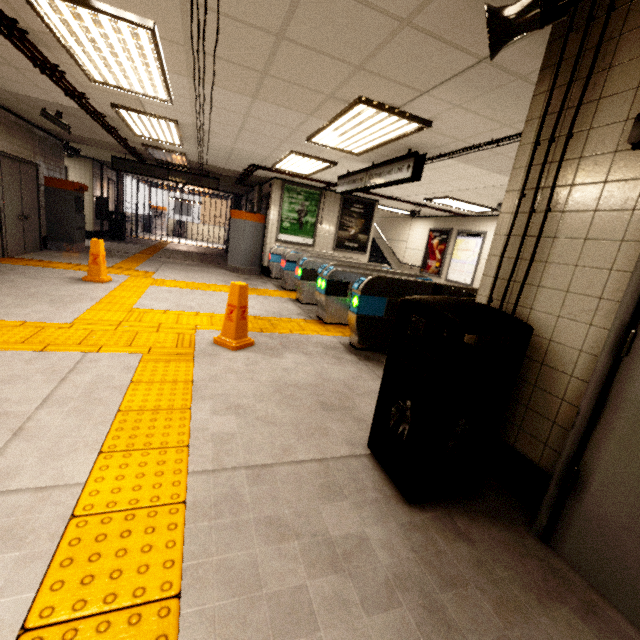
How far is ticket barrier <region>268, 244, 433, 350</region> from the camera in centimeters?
441cm

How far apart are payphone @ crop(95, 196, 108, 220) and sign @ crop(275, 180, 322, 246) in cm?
764

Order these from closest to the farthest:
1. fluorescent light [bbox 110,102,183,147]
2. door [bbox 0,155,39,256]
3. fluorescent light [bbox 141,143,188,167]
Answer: fluorescent light [bbox 110,102,183,147], door [bbox 0,155,39,256], fluorescent light [bbox 141,143,188,167]

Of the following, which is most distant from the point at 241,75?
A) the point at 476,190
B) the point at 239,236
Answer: the point at 239,236

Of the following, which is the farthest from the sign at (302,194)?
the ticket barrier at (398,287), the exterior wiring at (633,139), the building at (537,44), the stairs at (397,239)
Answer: the exterior wiring at (633,139)

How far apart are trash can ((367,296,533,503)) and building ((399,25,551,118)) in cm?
21

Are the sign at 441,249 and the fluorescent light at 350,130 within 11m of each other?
yes

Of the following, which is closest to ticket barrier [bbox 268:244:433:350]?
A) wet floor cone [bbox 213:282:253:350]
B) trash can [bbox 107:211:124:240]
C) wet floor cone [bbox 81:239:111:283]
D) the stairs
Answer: wet floor cone [bbox 213:282:253:350]
